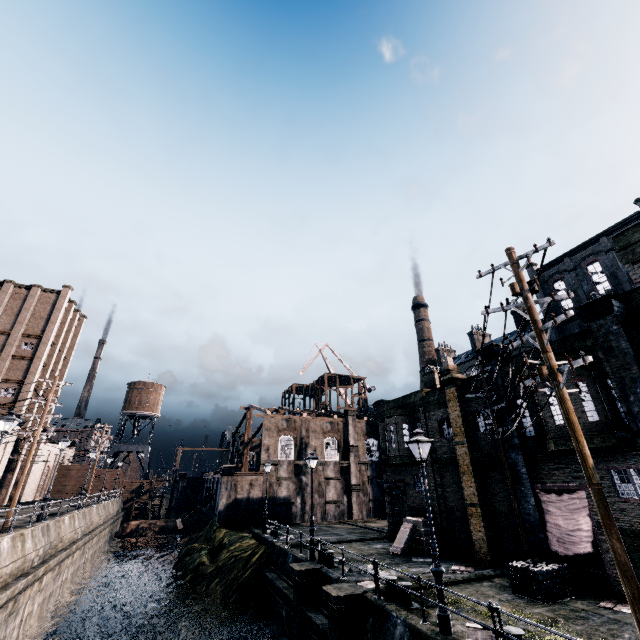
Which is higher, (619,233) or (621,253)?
(619,233)

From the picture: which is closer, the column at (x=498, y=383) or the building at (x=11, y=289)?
the column at (x=498, y=383)

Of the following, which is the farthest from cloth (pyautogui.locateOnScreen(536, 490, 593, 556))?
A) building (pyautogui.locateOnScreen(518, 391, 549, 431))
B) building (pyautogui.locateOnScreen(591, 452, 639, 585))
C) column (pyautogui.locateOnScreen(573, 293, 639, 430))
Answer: column (pyautogui.locateOnScreen(573, 293, 639, 430))

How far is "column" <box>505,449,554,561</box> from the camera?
15.0m

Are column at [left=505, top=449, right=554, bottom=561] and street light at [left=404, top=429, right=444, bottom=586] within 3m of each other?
no

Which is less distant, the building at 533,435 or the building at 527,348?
the building at 533,435

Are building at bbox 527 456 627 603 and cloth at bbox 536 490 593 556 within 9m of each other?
yes

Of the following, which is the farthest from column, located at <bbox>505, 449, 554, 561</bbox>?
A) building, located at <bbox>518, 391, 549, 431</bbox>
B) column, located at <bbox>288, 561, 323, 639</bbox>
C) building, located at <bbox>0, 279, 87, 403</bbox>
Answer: building, located at <bbox>0, 279, 87, 403</bbox>
